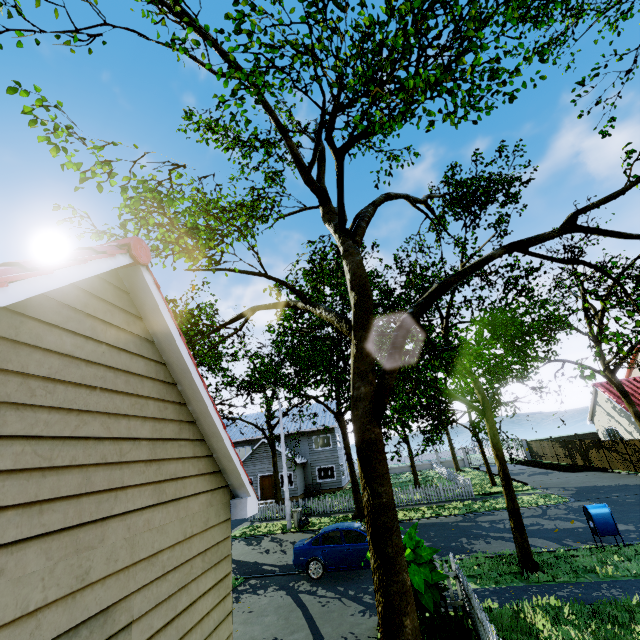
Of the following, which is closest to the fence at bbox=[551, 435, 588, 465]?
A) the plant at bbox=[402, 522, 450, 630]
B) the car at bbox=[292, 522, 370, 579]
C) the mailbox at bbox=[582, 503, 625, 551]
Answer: the plant at bbox=[402, 522, 450, 630]

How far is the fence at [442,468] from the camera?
21.7 meters

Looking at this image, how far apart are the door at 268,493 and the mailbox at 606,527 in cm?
2535

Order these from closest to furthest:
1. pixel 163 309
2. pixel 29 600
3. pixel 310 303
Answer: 1. pixel 29 600
2. pixel 163 309
3. pixel 310 303

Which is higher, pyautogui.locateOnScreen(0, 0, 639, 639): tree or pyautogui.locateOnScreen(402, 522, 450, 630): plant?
pyautogui.locateOnScreen(0, 0, 639, 639): tree

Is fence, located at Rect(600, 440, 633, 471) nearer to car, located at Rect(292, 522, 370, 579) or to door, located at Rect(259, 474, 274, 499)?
car, located at Rect(292, 522, 370, 579)

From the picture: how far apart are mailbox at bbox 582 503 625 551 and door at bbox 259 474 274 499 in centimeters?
2535cm
